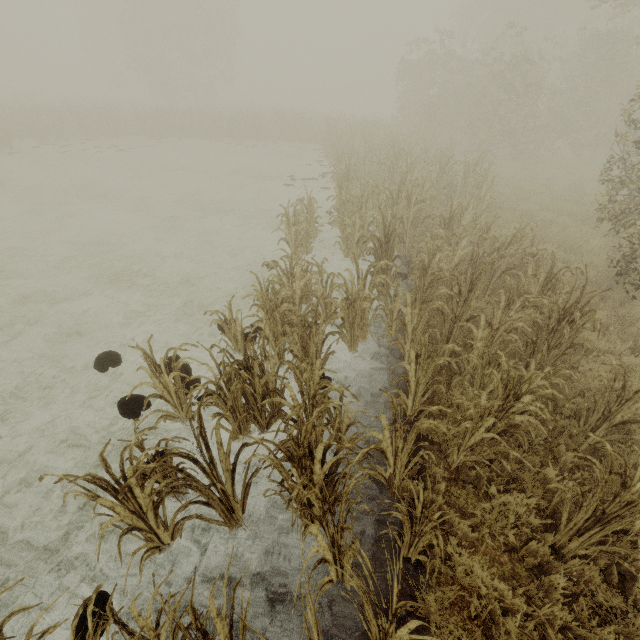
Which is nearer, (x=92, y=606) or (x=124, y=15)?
(x=92, y=606)

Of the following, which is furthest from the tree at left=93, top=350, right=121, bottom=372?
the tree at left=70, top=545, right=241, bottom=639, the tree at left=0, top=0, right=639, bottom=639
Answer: the tree at left=0, top=0, right=639, bottom=639

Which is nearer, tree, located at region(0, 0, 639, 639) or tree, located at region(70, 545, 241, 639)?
tree, located at region(70, 545, 241, 639)

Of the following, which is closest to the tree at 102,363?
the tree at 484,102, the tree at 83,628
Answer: the tree at 83,628

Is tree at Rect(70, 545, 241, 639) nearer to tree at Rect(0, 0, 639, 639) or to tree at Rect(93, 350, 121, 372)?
tree at Rect(93, 350, 121, 372)

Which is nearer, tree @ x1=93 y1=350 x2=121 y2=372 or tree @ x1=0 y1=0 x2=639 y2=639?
tree @ x1=0 y1=0 x2=639 y2=639

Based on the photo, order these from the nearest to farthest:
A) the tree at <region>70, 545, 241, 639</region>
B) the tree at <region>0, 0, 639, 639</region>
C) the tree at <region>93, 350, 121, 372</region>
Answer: the tree at <region>70, 545, 241, 639</region>
the tree at <region>0, 0, 639, 639</region>
the tree at <region>93, 350, 121, 372</region>

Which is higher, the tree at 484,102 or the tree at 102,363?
the tree at 484,102
